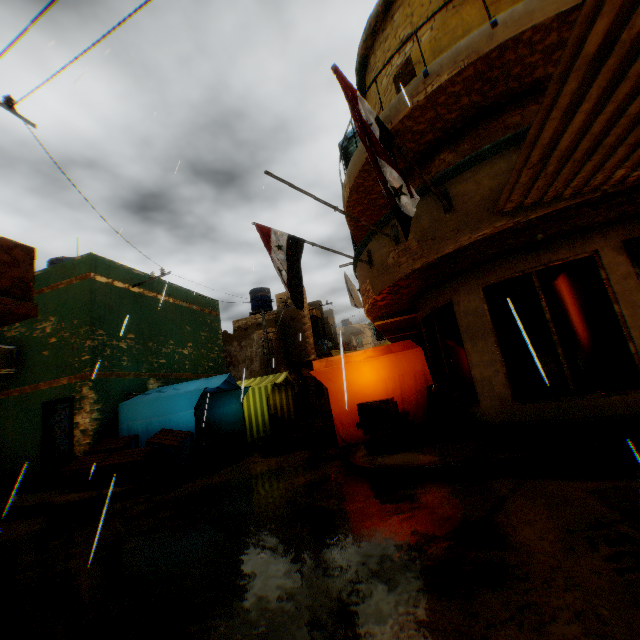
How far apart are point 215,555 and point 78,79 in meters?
8.5

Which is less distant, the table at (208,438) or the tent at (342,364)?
the tent at (342,364)

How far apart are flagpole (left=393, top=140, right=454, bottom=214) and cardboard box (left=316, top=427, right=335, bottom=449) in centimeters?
529cm

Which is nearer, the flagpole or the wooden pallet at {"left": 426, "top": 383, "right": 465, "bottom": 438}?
the flagpole

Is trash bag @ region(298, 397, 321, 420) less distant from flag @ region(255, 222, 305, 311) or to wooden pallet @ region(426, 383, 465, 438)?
flag @ region(255, 222, 305, 311)

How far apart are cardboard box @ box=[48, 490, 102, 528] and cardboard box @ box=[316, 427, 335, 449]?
5.1 meters

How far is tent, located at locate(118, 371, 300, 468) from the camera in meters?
9.2 m

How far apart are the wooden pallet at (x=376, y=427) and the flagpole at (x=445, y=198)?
2.97m
